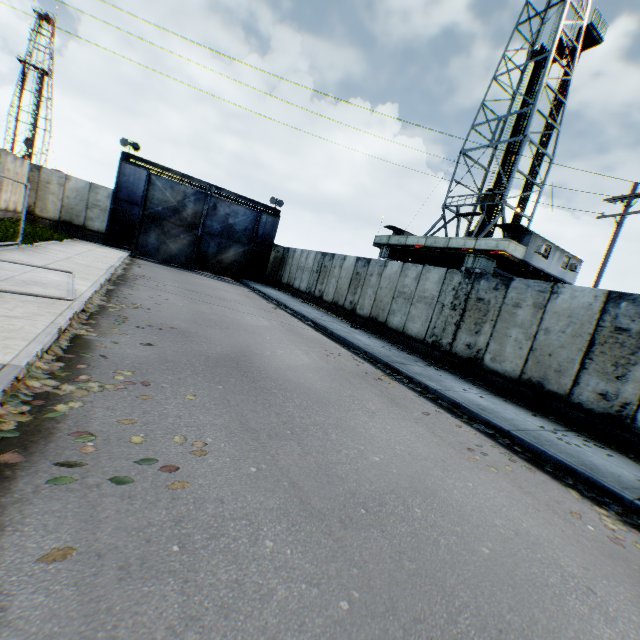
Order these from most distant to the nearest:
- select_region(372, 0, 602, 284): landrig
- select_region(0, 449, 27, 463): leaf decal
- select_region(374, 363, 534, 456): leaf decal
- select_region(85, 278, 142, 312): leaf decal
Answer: select_region(372, 0, 602, 284): landrig
select_region(85, 278, 142, 312): leaf decal
select_region(374, 363, 534, 456): leaf decal
select_region(0, 449, 27, 463): leaf decal

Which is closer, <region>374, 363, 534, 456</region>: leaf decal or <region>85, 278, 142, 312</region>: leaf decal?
→ <region>374, 363, 534, 456</region>: leaf decal

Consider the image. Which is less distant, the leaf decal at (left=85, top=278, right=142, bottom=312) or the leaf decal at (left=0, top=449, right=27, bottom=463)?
the leaf decal at (left=0, top=449, right=27, bottom=463)

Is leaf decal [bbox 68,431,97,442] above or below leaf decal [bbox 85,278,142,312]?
below

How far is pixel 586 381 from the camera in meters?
7.8 m

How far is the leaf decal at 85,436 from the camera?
2.98m

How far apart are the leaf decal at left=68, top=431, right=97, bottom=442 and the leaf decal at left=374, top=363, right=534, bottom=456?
5.5 meters

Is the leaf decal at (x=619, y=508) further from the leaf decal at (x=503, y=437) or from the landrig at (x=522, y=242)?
the landrig at (x=522, y=242)
